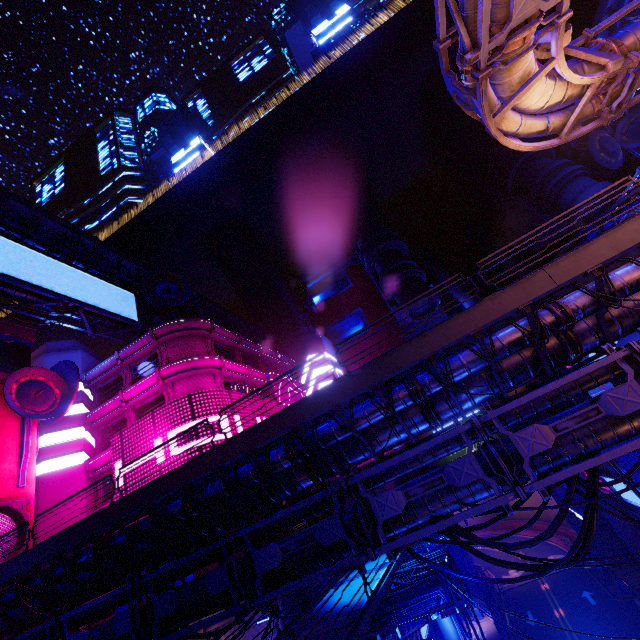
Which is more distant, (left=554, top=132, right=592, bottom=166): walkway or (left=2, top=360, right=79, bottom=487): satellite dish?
(left=554, top=132, right=592, bottom=166): walkway

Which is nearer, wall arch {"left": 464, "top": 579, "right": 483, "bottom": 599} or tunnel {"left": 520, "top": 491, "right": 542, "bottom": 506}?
wall arch {"left": 464, "top": 579, "right": 483, "bottom": 599}

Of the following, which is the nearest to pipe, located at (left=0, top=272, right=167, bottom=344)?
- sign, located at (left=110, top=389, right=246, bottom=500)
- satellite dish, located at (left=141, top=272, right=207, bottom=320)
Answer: satellite dish, located at (left=141, top=272, right=207, bottom=320)

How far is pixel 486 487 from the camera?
10.22m

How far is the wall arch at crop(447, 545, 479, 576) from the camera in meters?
36.3 m

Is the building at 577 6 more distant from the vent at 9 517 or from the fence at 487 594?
the vent at 9 517

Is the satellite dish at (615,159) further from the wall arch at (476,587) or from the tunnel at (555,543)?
the tunnel at (555,543)

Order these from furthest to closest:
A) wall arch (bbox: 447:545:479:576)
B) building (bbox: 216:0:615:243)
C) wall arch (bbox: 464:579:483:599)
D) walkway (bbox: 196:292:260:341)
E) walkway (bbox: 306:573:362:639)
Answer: walkway (bbox: 196:292:260:341) < building (bbox: 216:0:615:243) < wall arch (bbox: 447:545:479:576) < wall arch (bbox: 464:579:483:599) < walkway (bbox: 306:573:362:639)
